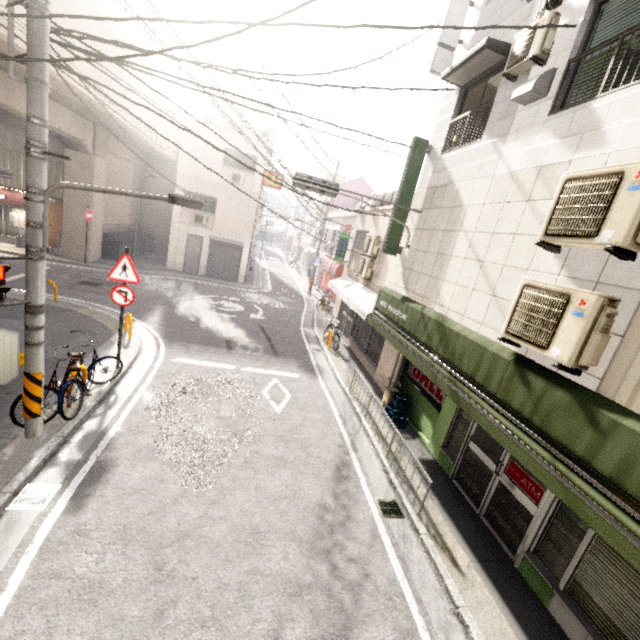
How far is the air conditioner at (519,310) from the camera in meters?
3.4

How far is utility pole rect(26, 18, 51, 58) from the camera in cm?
389

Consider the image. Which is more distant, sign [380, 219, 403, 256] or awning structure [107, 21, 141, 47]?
awning structure [107, 21, 141, 47]

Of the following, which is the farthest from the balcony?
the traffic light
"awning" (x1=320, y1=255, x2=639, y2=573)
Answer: the traffic light

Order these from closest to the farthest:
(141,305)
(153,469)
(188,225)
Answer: (153,469) → (141,305) → (188,225)

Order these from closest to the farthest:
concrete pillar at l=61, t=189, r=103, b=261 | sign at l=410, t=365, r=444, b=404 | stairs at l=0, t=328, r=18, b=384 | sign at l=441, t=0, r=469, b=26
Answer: stairs at l=0, t=328, r=18, b=384
sign at l=441, t=0, r=469, b=26
sign at l=410, t=365, r=444, b=404
concrete pillar at l=61, t=189, r=103, b=261

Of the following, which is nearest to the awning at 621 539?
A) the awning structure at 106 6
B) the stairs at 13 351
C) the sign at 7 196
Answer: the stairs at 13 351

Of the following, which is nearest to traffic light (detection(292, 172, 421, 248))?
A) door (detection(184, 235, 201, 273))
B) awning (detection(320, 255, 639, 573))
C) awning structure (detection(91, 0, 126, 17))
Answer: awning (detection(320, 255, 639, 573))
